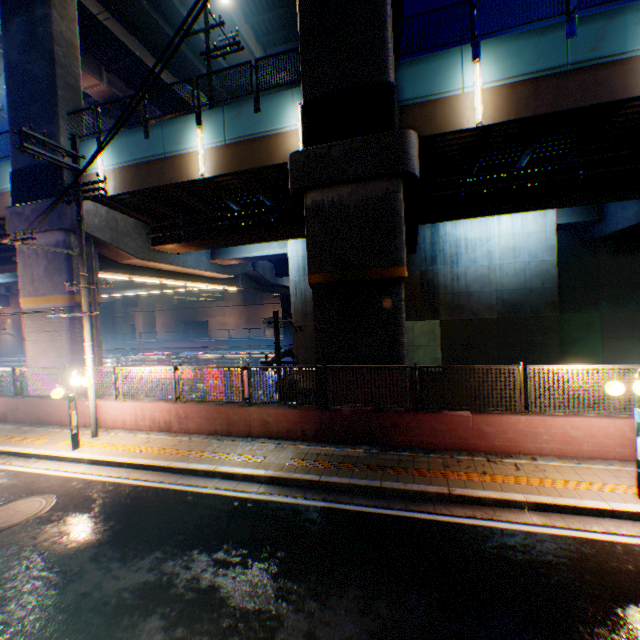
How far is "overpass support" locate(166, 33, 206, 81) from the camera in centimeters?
2322cm

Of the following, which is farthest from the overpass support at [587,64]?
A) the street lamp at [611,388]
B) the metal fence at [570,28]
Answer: the street lamp at [611,388]

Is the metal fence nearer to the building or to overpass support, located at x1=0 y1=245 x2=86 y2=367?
overpass support, located at x1=0 y1=245 x2=86 y2=367

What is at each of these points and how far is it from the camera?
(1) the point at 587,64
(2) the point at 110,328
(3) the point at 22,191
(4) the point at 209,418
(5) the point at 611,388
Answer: (1) overpass support, 9.2m
(2) overpass support, 52.2m
(3) overpass support, 14.3m
(4) concrete block, 10.3m
(5) street lamp, 6.3m

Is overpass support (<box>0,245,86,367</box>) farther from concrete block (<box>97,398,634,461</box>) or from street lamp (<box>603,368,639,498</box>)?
street lamp (<box>603,368,639,498</box>)

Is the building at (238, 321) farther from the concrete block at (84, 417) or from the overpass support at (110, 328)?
the concrete block at (84, 417)

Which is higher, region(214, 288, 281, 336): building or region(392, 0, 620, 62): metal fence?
region(392, 0, 620, 62): metal fence
